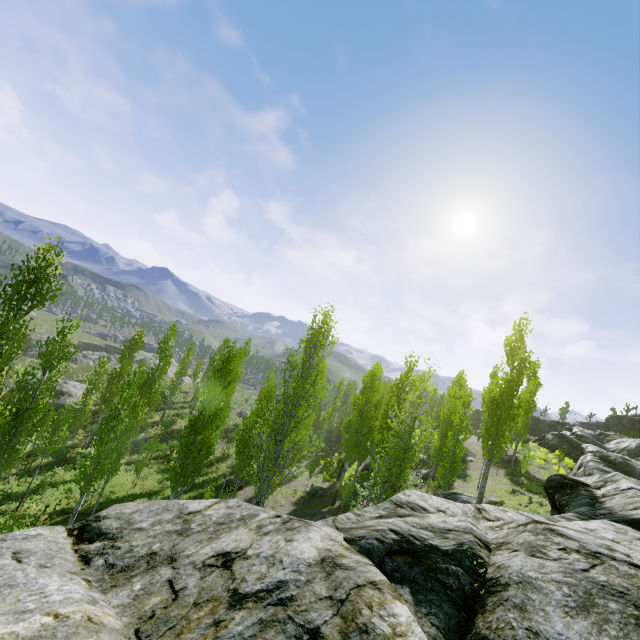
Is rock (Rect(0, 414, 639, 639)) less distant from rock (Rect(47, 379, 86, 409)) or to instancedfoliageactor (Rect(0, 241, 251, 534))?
instancedfoliageactor (Rect(0, 241, 251, 534))

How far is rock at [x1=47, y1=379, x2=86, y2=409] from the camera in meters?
34.4 m

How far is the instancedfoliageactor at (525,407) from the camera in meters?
16.4

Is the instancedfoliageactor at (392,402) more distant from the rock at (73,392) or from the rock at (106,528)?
the rock at (73,392)

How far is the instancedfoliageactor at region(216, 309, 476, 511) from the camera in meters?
14.1

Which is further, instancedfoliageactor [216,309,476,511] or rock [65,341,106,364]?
rock [65,341,106,364]

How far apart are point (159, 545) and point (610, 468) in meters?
34.7 m

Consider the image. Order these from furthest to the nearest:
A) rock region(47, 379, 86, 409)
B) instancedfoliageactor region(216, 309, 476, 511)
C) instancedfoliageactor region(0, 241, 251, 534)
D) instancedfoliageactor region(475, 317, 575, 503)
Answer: rock region(47, 379, 86, 409) < instancedfoliageactor region(475, 317, 575, 503) < instancedfoliageactor region(216, 309, 476, 511) < instancedfoliageactor region(0, 241, 251, 534)
